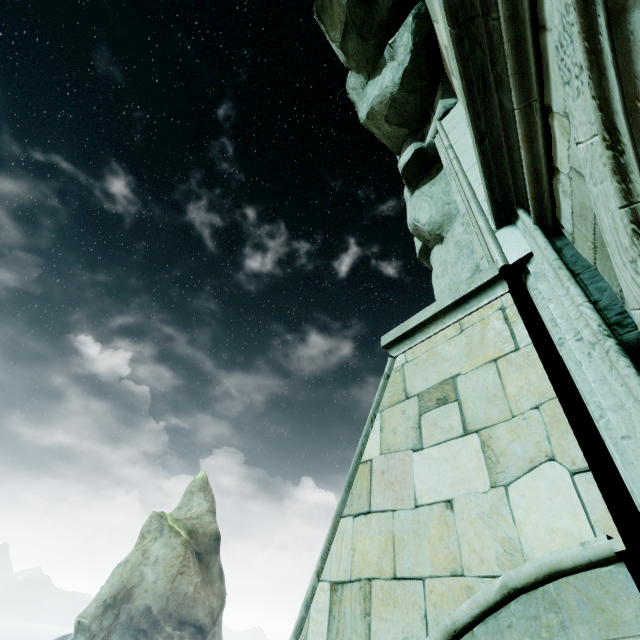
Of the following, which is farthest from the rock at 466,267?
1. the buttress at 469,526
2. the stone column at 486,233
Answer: the buttress at 469,526

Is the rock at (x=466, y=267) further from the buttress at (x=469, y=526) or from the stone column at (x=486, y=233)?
the buttress at (x=469, y=526)

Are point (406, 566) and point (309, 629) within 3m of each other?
yes

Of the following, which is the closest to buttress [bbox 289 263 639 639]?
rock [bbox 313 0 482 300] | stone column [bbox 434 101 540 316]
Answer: stone column [bbox 434 101 540 316]

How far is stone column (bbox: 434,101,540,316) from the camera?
2.61m

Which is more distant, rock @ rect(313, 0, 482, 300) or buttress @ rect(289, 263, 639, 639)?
rock @ rect(313, 0, 482, 300)

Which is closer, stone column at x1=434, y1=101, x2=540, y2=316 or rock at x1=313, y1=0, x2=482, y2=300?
stone column at x1=434, y1=101, x2=540, y2=316
